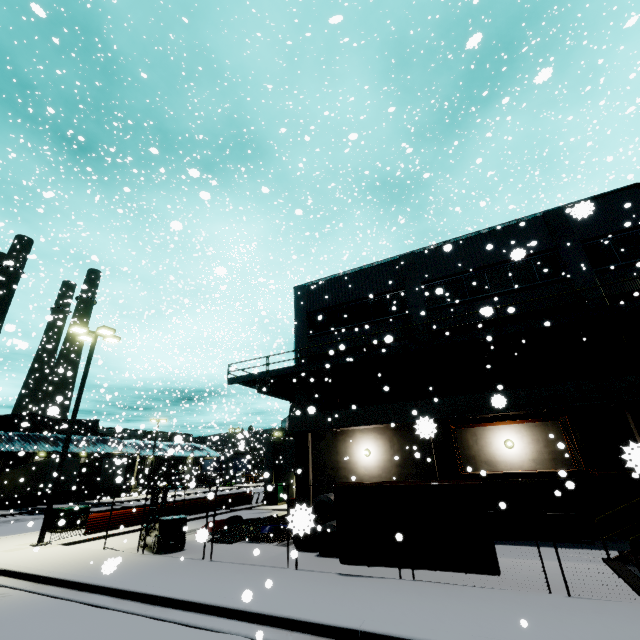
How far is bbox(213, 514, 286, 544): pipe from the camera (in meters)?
12.96

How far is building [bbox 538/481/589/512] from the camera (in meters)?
13.01

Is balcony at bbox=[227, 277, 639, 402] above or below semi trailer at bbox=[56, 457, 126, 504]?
above

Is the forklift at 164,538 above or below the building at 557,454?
below

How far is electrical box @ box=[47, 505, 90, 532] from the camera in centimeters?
1712cm

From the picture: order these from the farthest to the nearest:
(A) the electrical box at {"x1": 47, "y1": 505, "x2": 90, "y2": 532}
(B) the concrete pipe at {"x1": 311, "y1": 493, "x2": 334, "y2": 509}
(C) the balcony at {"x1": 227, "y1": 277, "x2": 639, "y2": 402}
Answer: (A) the electrical box at {"x1": 47, "y1": 505, "x2": 90, "y2": 532}
(C) the balcony at {"x1": 227, "y1": 277, "x2": 639, "y2": 402}
(B) the concrete pipe at {"x1": 311, "y1": 493, "x2": 334, "y2": 509}

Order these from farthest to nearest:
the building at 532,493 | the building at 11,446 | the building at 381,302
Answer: the building at 11,446 < the building at 381,302 < the building at 532,493

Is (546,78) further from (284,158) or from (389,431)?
(284,158)
